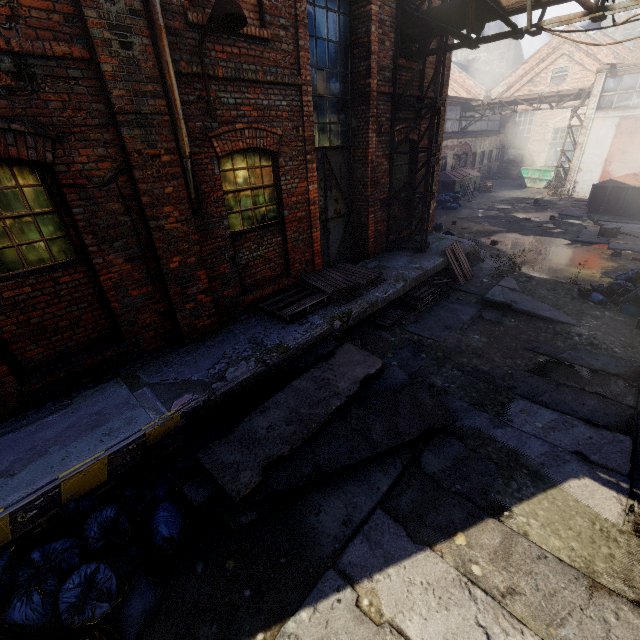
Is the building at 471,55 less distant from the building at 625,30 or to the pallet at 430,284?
the building at 625,30

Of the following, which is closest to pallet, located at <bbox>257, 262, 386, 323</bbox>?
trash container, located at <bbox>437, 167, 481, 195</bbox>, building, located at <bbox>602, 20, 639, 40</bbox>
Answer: trash container, located at <bbox>437, 167, 481, 195</bbox>

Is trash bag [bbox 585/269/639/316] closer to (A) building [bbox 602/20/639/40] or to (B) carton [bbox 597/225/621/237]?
(B) carton [bbox 597/225/621/237]

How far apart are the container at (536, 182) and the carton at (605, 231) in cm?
1395

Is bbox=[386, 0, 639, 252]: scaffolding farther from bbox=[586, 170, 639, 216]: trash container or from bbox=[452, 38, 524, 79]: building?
bbox=[452, 38, 524, 79]: building

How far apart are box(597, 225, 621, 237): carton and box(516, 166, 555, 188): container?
13.95m

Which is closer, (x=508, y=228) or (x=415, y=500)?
(x=415, y=500)

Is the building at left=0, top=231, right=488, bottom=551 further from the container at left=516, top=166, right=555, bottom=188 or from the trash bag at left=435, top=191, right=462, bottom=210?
the container at left=516, top=166, right=555, bottom=188
